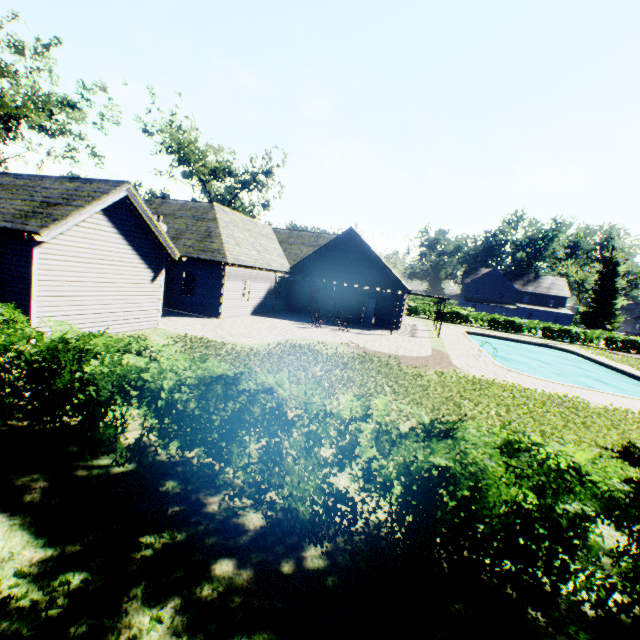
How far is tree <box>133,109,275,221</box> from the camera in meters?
38.1

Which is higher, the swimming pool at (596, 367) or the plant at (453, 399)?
the plant at (453, 399)

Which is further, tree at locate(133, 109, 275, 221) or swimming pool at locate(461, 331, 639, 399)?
tree at locate(133, 109, 275, 221)

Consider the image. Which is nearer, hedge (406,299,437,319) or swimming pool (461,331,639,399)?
swimming pool (461,331,639,399)

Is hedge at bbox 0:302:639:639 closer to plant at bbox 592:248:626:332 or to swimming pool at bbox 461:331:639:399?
plant at bbox 592:248:626:332

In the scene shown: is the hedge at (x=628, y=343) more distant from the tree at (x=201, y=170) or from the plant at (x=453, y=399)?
the plant at (x=453, y=399)

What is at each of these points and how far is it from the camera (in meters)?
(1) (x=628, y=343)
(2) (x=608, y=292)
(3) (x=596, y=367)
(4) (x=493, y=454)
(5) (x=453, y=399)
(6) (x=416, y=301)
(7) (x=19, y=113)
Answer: (1) hedge, 36.81
(2) plant, 58.38
(3) swimming pool, 26.14
(4) hedge, 3.28
(5) plant, 10.56
(6) hedge, 59.56
(7) tree, 20.73

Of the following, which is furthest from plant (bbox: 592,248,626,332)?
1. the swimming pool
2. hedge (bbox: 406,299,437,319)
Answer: the swimming pool
